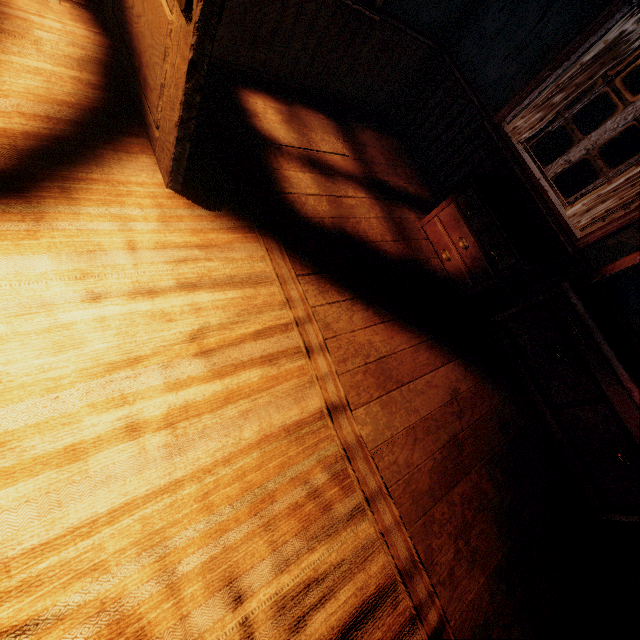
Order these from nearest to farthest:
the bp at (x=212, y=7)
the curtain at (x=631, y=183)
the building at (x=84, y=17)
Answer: the bp at (x=212, y=7), the building at (x=84, y=17), the curtain at (x=631, y=183)

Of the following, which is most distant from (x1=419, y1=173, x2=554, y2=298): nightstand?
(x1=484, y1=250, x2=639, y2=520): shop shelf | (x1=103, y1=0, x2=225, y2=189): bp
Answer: (x1=103, y1=0, x2=225, y2=189): bp

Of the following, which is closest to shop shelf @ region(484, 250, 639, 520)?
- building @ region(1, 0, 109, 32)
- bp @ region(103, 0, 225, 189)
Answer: building @ region(1, 0, 109, 32)

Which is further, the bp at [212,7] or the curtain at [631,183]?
the curtain at [631,183]

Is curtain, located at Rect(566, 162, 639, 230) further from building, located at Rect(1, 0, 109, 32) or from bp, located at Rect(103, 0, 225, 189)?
bp, located at Rect(103, 0, 225, 189)

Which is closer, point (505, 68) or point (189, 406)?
point (189, 406)

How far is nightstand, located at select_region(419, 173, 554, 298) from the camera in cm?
279

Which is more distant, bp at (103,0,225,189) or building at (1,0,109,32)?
building at (1,0,109,32)
